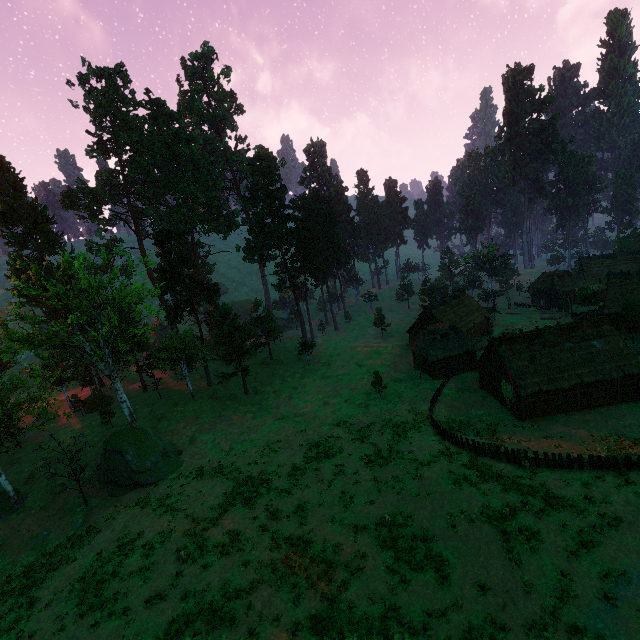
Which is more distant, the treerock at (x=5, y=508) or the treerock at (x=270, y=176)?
the treerock at (x=270, y=176)

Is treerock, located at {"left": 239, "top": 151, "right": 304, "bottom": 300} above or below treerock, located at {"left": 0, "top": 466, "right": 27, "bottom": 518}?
above

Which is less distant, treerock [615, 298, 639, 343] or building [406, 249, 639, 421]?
building [406, 249, 639, 421]

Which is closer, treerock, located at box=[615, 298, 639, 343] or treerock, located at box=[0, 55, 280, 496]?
treerock, located at box=[0, 55, 280, 496]

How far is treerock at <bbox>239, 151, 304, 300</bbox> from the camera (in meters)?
53.47

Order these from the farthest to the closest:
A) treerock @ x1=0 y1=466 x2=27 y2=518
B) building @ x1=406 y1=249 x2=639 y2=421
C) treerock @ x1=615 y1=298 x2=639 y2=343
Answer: treerock @ x1=615 y1=298 x2=639 y2=343 < building @ x1=406 y1=249 x2=639 y2=421 < treerock @ x1=0 y1=466 x2=27 y2=518

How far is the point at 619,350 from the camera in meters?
32.5 m

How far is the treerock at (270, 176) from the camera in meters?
53.5 m
